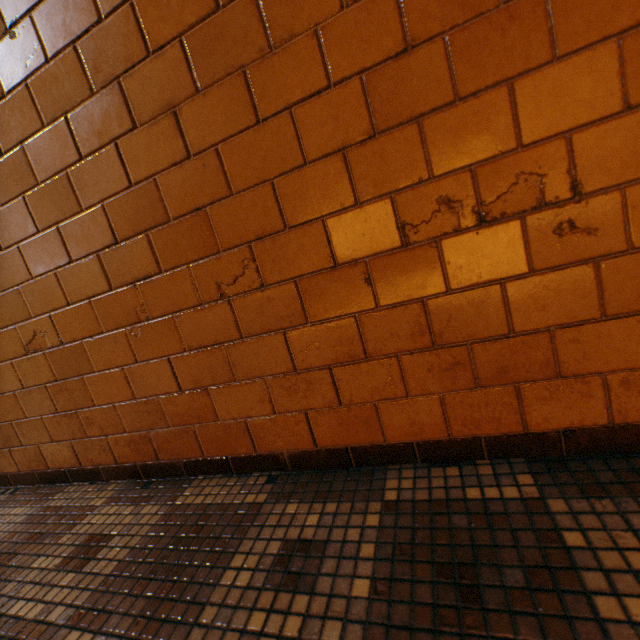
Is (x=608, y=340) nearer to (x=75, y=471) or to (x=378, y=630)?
(x=378, y=630)
